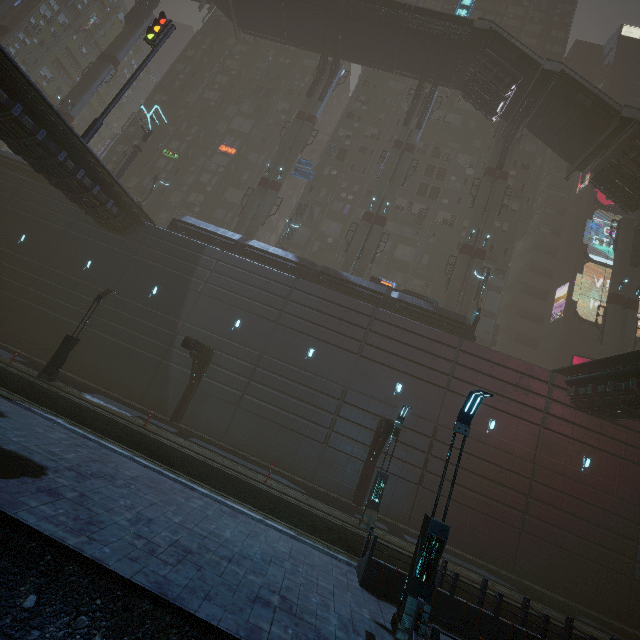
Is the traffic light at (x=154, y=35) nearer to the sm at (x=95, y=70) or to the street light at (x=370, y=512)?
the sm at (x=95, y=70)

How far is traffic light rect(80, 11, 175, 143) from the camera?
18.1 meters

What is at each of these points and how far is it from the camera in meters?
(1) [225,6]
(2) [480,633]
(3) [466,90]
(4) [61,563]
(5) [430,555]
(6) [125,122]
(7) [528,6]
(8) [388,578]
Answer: (1) stairs, 34.8
(2) building, 8.3
(3) bridge, 29.9
(4) train rail, 5.4
(5) street light, 7.5
(6) building, 39.9
(7) building, 48.0
(8) building, 8.7

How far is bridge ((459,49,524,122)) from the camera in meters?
27.4 m

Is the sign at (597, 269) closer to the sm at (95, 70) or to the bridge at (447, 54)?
the bridge at (447, 54)

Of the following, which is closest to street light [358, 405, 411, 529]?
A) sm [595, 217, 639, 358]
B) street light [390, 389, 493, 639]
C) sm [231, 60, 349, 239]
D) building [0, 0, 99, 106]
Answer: building [0, 0, 99, 106]

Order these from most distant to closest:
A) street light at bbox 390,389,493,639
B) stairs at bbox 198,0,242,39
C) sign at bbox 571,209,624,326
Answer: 1. stairs at bbox 198,0,242,39
2. sign at bbox 571,209,624,326
3. street light at bbox 390,389,493,639

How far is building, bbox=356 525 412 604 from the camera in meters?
8.5 m
